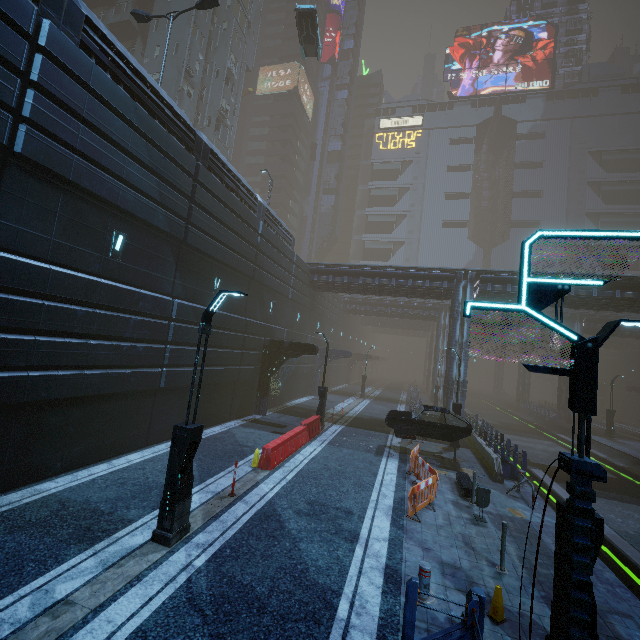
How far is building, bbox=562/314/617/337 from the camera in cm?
3462

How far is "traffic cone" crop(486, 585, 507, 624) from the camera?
5.9 meters

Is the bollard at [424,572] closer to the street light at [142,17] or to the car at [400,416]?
the car at [400,416]

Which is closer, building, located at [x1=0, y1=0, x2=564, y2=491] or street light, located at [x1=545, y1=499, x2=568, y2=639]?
street light, located at [x1=545, y1=499, x2=568, y2=639]

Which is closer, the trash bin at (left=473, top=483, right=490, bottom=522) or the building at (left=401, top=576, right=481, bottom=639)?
the building at (left=401, top=576, right=481, bottom=639)

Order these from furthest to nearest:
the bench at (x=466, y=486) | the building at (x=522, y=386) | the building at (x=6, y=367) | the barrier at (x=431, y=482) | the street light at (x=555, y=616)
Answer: the building at (x=522, y=386) < the bench at (x=466, y=486) < the barrier at (x=431, y=482) < the building at (x=6, y=367) < the street light at (x=555, y=616)

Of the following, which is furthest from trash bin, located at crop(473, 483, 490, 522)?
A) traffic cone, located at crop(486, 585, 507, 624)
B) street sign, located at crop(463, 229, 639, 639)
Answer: street sign, located at crop(463, 229, 639, 639)

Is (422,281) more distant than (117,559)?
Yes
